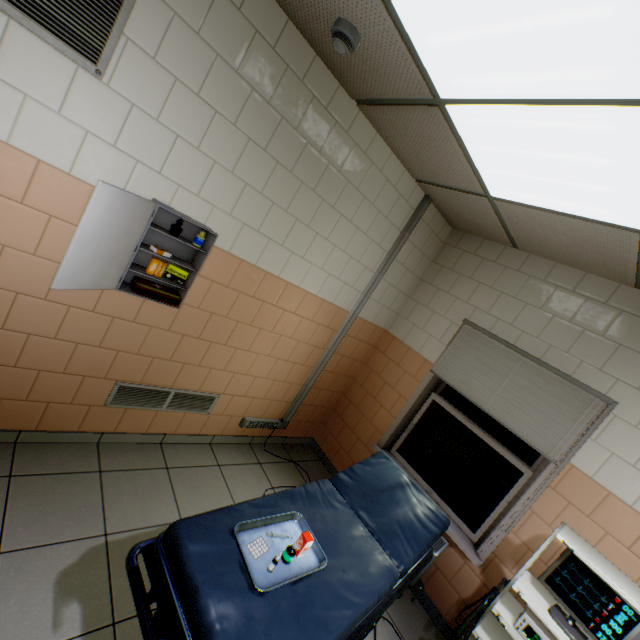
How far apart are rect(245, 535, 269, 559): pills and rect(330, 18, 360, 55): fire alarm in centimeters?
264cm

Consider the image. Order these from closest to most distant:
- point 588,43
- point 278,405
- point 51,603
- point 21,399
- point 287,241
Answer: point 588,43
point 51,603
point 21,399
point 287,241
point 278,405

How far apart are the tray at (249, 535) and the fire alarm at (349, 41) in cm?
257

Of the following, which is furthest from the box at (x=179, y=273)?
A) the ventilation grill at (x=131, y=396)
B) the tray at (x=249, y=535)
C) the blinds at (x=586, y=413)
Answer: the blinds at (x=586, y=413)

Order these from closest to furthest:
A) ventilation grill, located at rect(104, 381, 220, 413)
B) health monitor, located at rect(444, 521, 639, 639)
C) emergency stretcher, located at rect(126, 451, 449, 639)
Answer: emergency stretcher, located at rect(126, 451, 449, 639) < health monitor, located at rect(444, 521, 639, 639) < ventilation grill, located at rect(104, 381, 220, 413)

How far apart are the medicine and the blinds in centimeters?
195cm

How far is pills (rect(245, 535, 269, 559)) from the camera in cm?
154

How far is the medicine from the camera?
1.50m
